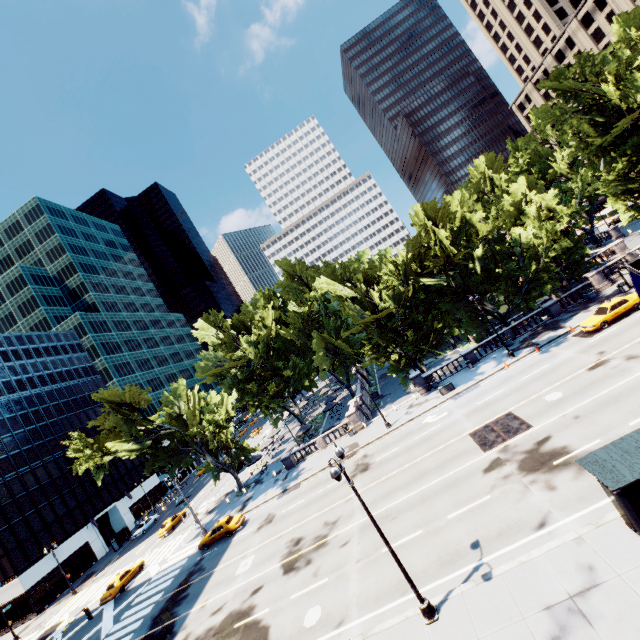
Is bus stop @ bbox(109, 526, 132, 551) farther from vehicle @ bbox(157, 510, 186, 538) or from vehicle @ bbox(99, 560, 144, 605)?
vehicle @ bbox(99, 560, 144, 605)

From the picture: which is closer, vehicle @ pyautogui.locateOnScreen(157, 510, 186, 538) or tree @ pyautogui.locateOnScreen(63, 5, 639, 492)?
tree @ pyautogui.locateOnScreen(63, 5, 639, 492)

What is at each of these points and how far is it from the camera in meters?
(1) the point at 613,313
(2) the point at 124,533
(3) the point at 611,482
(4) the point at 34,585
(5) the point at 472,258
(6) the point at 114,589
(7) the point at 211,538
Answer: (1) vehicle, 27.0
(2) bus stop, 56.0
(3) bus stop, 10.9
(4) building, 45.9
(5) tree, 38.4
(6) vehicle, 34.2
(7) vehicle, 32.2

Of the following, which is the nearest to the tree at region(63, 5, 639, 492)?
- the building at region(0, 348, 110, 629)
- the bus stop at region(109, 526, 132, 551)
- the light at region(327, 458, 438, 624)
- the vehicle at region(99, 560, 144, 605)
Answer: the bus stop at region(109, 526, 132, 551)

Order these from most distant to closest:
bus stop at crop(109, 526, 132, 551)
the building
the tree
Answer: bus stop at crop(109, 526, 132, 551)
the building
the tree

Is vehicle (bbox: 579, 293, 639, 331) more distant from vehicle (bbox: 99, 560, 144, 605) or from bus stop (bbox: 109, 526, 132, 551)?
vehicle (bbox: 99, 560, 144, 605)

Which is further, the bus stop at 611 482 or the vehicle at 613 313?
the vehicle at 613 313

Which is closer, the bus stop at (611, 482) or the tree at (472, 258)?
the bus stop at (611, 482)
